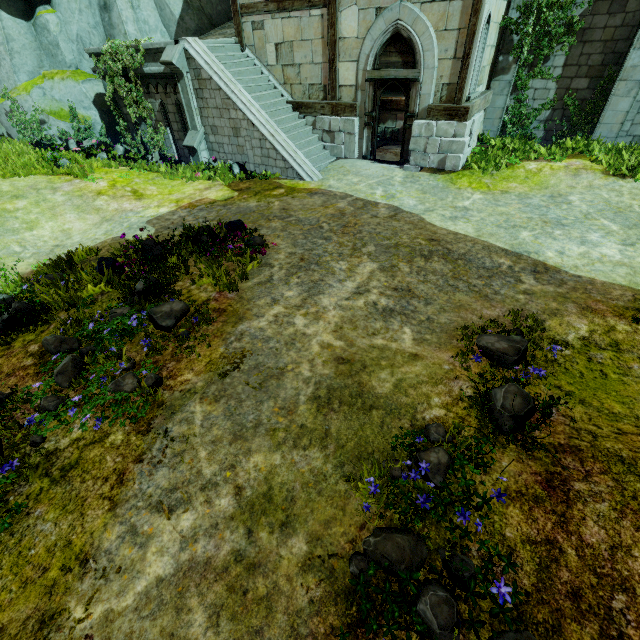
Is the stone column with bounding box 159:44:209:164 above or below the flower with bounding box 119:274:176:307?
above

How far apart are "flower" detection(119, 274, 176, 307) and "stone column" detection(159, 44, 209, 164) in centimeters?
810cm

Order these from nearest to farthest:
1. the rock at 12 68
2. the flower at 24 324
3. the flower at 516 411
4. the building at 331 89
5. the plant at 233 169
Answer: the flower at 516 411 → the flower at 24 324 → the building at 331 89 → the plant at 233 169 → the rock at 12 68

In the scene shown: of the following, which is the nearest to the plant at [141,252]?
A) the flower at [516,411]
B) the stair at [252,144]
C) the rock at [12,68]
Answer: the flower at [516,411]

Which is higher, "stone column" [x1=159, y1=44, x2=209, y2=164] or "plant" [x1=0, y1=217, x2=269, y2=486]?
"stone column" [x1=159, y1=44, x2=209, y2=164]

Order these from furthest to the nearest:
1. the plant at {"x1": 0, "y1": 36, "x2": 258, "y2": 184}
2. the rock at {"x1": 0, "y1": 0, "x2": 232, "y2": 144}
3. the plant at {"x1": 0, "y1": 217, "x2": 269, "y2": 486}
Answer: the rock at {"x1": 0, "y1": 0, "x2": 232, "y2": 144} → the plant at {"x1": 0, "y1": 36, "x2": 258, "y2": 184} → the plant at {"x1": 0, "y1": 217, "x2": 269, "y2": 486}

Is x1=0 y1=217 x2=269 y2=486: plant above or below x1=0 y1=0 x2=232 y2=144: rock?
below

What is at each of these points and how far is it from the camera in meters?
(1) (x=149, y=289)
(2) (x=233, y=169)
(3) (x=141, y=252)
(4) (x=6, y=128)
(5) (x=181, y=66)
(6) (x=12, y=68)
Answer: (1) flower, 5.7
(2) plant, 11.2
(3) plant, 6.5
(4) rock, 15.1
(5) stone column, 10.5
(6) rock, 13.9
